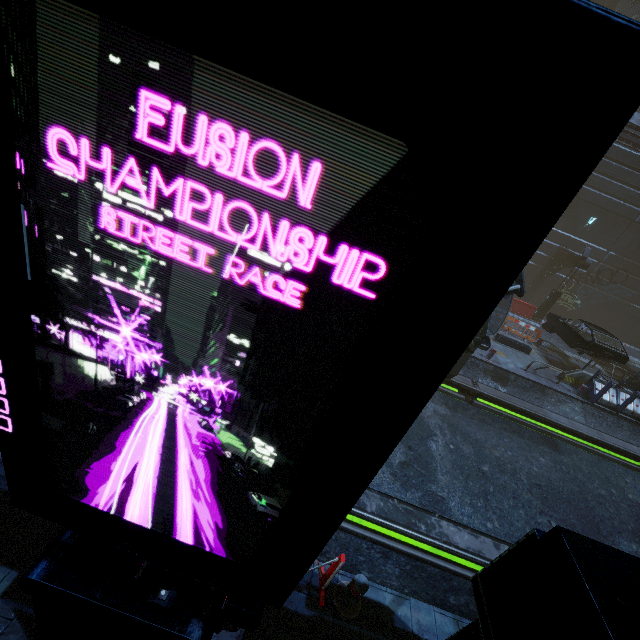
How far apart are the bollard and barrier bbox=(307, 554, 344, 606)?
0.16m

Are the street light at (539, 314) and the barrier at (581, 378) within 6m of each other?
no

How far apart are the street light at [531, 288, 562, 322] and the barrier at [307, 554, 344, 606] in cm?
2356

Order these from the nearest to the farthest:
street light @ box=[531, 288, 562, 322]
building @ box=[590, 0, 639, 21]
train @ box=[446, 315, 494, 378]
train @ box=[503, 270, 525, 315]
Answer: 1. train @ box=[503, 270, 525, 315]
2. train @ box=[446, 315, 494, 378]
3. street light @ box=[531, 288, 562, 322]
4. building @ box=[590, 0, 639, 21]

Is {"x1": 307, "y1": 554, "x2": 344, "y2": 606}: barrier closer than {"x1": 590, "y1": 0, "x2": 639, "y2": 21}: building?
Yes

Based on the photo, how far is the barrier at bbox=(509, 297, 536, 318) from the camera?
22.5 meters

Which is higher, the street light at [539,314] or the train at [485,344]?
the train at [485,344]

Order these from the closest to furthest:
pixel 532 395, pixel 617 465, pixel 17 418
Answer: pixel 17 418, pixel 617 465, pixel 532 395
